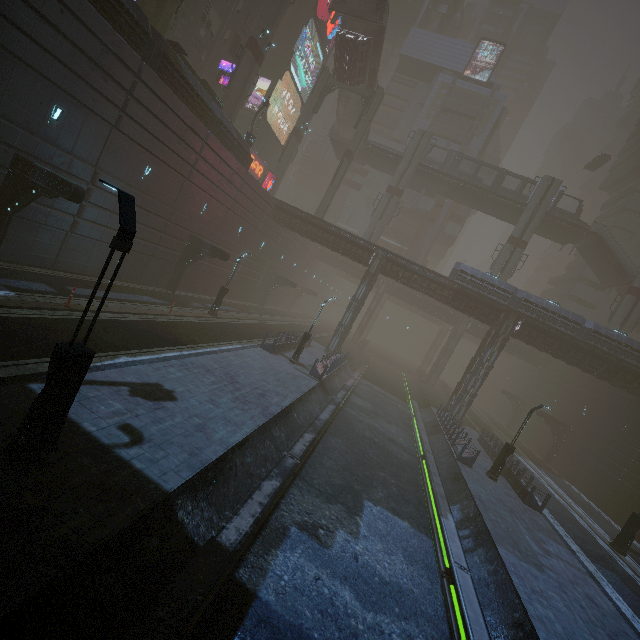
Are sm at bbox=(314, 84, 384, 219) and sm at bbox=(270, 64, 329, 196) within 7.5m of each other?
yes

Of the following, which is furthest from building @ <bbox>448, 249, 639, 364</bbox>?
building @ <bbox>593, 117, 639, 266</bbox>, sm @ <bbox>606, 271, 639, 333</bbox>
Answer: sm @ <bbox>606, 271, 639, 333</bbox>

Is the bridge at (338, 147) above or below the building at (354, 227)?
above

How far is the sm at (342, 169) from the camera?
38.06m

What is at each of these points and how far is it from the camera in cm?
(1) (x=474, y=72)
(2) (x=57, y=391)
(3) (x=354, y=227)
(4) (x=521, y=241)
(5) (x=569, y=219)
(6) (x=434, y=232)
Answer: (1) building, 5644
(2) street light, 610
(3) building, 5922
(4) sm, 3878
(5) bridge, 3962
(6) building, 5469

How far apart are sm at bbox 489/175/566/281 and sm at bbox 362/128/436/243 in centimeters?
1291cm

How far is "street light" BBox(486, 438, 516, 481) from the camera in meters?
19.9 m

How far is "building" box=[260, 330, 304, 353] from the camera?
22.9 meters
